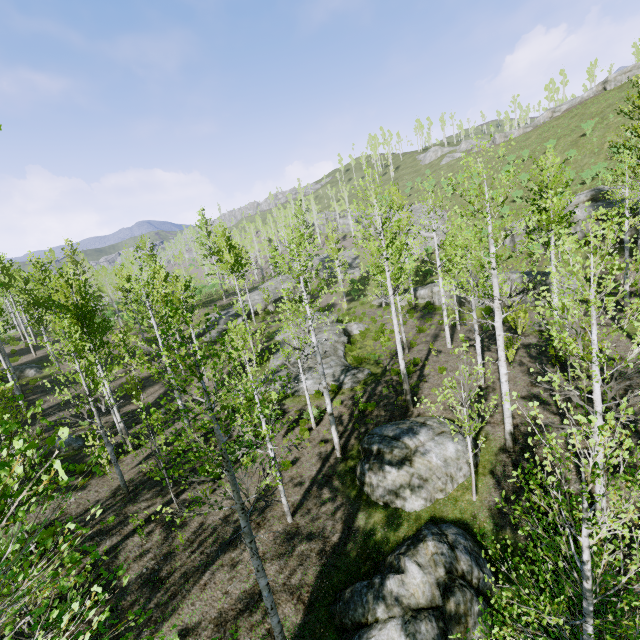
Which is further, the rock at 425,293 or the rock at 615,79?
the rock at 615,79

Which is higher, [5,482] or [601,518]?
[5,482]

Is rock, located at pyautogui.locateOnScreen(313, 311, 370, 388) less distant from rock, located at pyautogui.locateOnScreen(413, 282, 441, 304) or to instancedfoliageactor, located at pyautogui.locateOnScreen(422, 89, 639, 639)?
instancedfoliageactor, located at pyautogui.locateOnScreen(422, 89, 639, 639)

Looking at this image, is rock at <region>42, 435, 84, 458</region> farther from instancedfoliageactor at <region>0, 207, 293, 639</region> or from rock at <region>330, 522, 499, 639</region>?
rock at <region>330, 522, 499, 639</region>

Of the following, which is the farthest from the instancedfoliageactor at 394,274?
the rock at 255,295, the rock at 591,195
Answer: the rock at 591,195

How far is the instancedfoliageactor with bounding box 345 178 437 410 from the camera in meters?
13.1 m

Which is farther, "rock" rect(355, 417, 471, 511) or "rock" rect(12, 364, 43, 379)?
"rock" rect(12, 364, 43, 379)

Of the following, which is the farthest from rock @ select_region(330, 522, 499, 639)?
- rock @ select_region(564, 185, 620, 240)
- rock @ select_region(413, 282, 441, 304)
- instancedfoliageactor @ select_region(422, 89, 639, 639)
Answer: rock @ select_region(564, 185, 620, 240)
